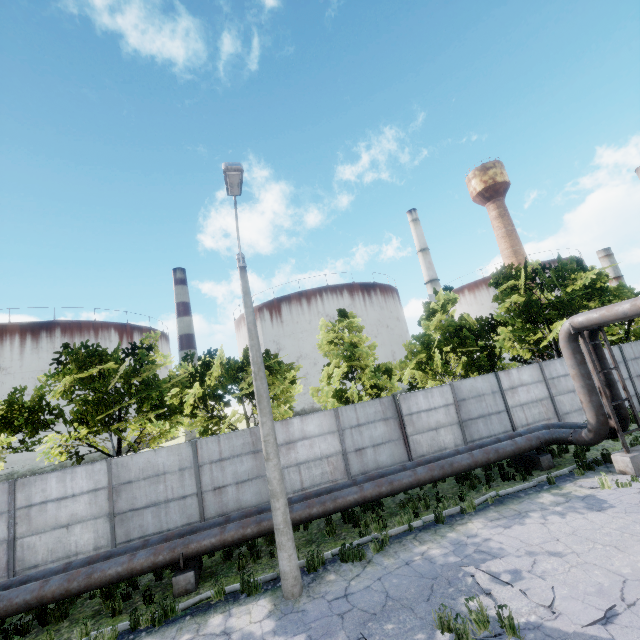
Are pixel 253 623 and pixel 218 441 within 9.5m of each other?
yes

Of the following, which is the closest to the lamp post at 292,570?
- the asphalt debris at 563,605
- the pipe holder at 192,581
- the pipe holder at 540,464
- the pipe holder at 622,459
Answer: the asphalt debris at 563,605

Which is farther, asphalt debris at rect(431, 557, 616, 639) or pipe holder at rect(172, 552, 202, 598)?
pipe holder at rect(172, 552, 202, 598)

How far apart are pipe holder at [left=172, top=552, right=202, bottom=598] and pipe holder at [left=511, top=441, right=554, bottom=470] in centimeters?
1236cm

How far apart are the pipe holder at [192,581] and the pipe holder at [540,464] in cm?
1236

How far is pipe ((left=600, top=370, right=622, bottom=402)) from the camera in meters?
11.4

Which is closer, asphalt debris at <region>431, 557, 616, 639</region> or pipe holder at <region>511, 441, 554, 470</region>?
asphalt debris at <region>431, 557, 616, 639</region>

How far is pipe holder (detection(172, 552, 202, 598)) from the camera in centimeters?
867cm
